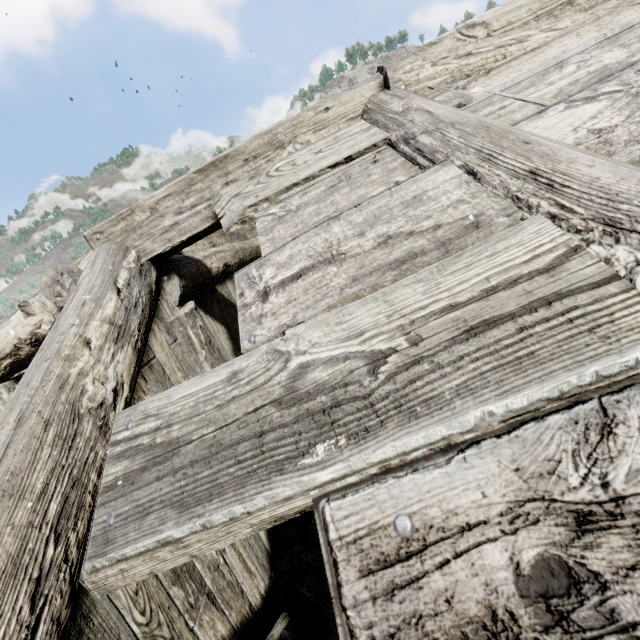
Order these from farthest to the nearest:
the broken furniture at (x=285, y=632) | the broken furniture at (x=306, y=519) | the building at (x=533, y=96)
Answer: the broken furniture at (x=306, y=519) → the broken furniture at (x=285, y=632) → the building at (x=533, y=96)

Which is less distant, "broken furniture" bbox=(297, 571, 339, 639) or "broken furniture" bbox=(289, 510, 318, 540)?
"broken furniture" bbox=(297, 571, 339, 639)

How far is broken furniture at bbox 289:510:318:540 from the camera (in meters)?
2.63

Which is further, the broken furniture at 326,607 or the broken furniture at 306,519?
the broken furniture at 306,519

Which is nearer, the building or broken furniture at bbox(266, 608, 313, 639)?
the building

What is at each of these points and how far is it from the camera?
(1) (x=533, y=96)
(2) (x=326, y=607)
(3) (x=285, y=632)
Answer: (1) building, 1.7m
(2) broken furniture, 2.0m
(3) broken furniture, 1.7m
